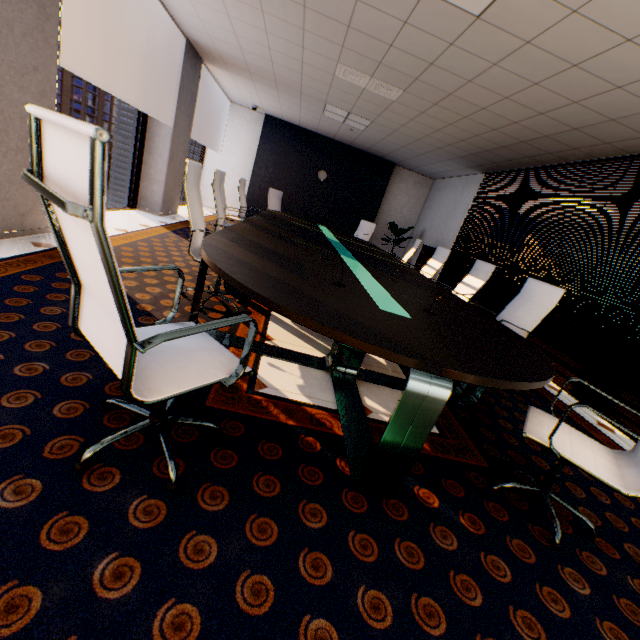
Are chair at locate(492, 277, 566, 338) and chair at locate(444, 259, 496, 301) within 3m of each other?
yes

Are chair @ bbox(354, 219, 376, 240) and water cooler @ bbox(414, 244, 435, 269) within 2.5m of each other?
yes

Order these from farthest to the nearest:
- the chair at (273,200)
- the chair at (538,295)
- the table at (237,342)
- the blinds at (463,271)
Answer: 1. the chair at (273,200)
2. the blinds at (463,271)
3. the chair at (538,295)
4. the table at (237,342)

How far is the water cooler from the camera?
8.5m

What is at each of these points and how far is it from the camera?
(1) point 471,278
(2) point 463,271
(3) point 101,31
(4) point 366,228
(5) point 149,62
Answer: (1) chair, 4.50m
(2) blinds, 7.16m
(3) building, 55.66m
(4) chair, 8.44m
(5) window, 5.34m

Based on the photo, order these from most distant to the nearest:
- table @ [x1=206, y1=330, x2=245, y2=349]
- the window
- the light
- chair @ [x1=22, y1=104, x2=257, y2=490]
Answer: the light → the window → table @ [x1=206, y1=330, x2=245, y2=349] → chair @ [x1=22, y1=104, x2=257, y2=490]

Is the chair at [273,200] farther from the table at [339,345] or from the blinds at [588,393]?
the blinds at [588,393]

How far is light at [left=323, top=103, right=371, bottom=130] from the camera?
6.42m
